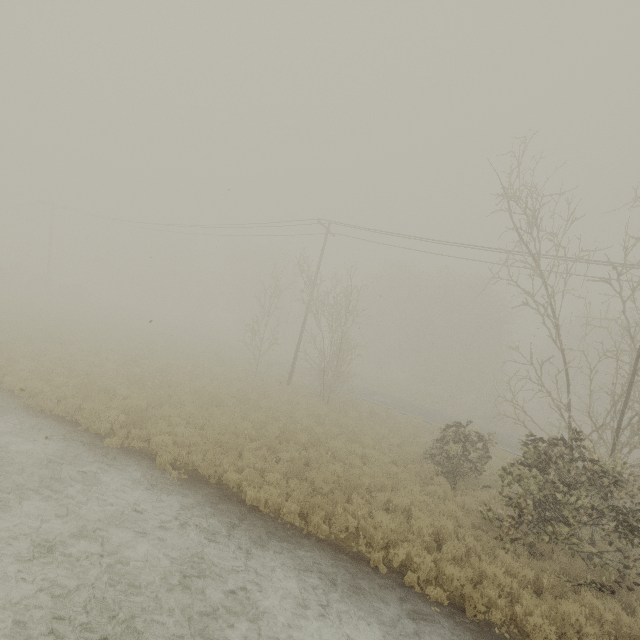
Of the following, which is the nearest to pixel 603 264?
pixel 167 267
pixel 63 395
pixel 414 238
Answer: pixel 414 238
